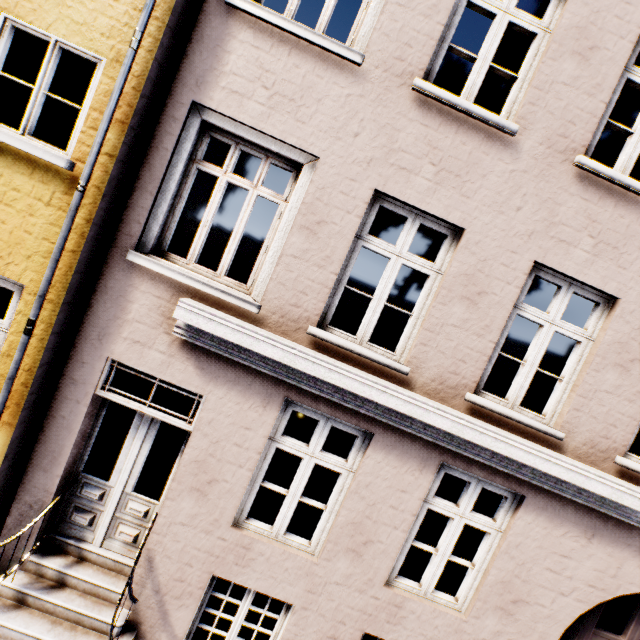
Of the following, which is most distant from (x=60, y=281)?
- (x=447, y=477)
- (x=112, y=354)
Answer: (x=447, y=477)
